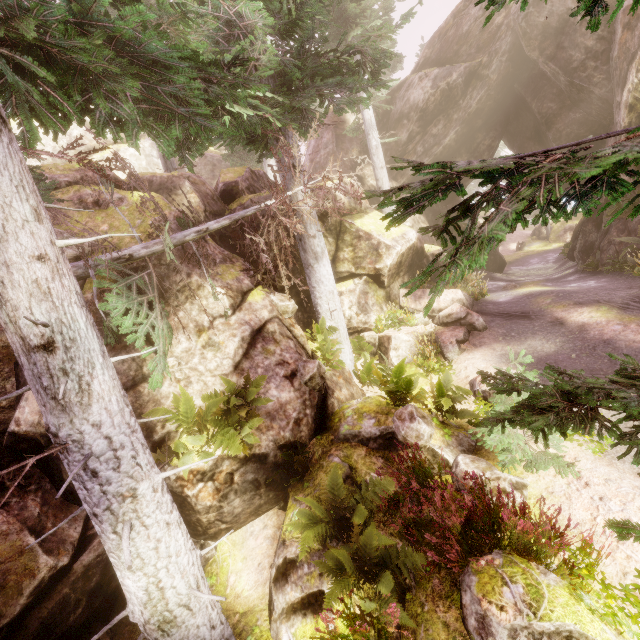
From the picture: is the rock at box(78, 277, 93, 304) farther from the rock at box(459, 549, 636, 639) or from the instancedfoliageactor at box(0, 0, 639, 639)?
the rock at box(459, 549, 636, 639)

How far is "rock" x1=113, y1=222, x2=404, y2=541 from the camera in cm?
614

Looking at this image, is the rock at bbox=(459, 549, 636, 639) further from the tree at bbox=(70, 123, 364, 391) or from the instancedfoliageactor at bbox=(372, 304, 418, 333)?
the tree at bbox=(70, 123, 364, 391)

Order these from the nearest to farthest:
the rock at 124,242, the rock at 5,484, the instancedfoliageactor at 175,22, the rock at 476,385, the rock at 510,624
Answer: the instancedfoliageactor at 175,22 → the rock at 510,624 → the rock at 5,484 → the rock at 476,385 → the rock at 124,242

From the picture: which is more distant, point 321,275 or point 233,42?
point 321,275

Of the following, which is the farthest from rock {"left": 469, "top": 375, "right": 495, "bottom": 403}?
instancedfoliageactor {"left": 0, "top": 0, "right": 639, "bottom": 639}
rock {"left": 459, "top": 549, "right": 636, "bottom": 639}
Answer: rock {"left": 459, "top": 549, "right": 636, "bottom": 639}

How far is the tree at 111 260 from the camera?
5.9m

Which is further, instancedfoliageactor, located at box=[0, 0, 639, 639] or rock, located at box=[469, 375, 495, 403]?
rock, located at box=[469, 375, 495, 403]
